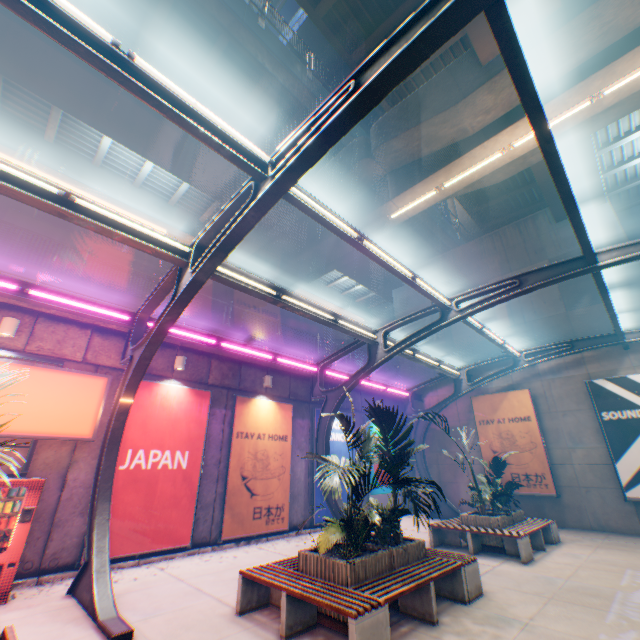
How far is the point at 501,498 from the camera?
10.9 meters

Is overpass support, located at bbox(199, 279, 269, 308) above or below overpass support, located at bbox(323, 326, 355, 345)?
below

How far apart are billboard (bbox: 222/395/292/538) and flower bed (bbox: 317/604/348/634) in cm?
497

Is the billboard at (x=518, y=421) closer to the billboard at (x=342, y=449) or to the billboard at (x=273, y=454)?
the billboard at (x=342, y=449)

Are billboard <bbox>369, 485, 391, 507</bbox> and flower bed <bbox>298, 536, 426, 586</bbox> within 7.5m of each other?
no

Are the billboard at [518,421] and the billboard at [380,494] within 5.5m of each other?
yes

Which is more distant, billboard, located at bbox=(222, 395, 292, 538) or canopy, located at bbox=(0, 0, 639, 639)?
billboard, located at bbox=(222, 395, 292, 538)

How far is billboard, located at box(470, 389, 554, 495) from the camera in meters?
13.6 m
